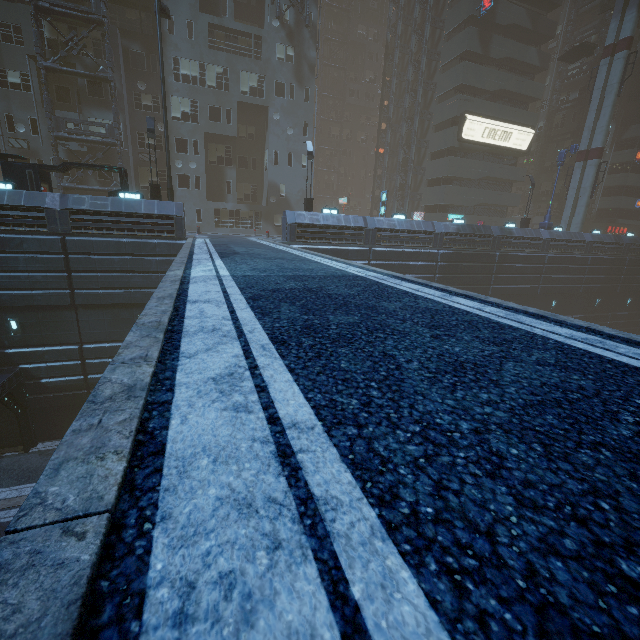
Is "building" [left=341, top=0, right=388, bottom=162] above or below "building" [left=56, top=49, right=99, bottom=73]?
above

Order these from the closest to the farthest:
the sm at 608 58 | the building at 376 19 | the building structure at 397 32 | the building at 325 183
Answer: the sm at 608 58, the building structure at 397 32, the building at 376 19, the building at 325 183

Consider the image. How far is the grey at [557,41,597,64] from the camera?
35.4 meters

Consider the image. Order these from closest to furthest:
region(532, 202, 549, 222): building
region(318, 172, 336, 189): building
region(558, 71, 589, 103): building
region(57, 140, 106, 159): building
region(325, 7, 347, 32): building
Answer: region(57, 140, 106, 159): building, region(558, 71, 589, 103): building, region(532, 202, 549, 222): building, region(325, 7, 347, 32): building, region(318, 172, 336, 189): building

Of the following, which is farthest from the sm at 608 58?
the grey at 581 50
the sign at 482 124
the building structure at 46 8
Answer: the building structure at 46 8

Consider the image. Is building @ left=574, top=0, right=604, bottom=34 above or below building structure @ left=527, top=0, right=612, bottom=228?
above

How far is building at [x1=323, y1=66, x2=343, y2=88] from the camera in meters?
54.1

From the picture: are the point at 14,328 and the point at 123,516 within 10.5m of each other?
no
